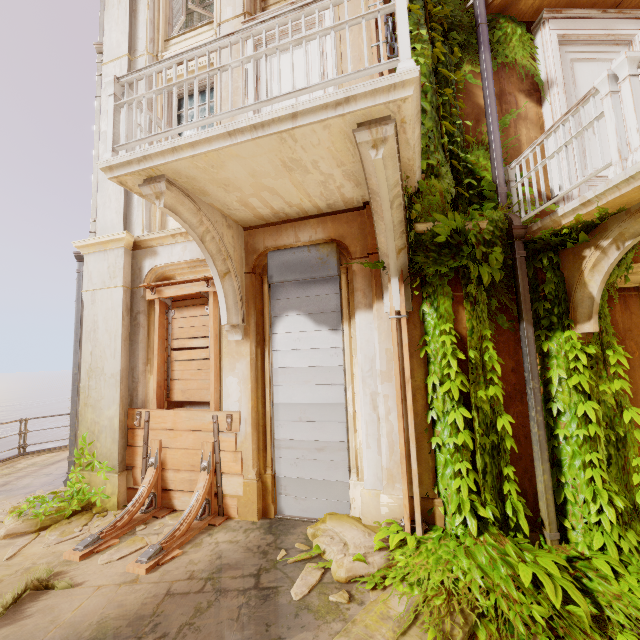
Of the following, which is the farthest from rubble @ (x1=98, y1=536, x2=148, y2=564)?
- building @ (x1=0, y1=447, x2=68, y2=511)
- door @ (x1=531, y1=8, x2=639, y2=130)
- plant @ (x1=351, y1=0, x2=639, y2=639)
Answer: door @ (x1=531, y1=8, x2=639, y2=130)

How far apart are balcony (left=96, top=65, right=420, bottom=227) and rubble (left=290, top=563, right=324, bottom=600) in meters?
4.4 m

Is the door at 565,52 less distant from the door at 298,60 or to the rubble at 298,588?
the door at 298,60

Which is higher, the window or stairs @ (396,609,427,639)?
the window

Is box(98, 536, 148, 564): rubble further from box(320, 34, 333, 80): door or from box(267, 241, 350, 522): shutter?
box(320, 34, 333, 80): door

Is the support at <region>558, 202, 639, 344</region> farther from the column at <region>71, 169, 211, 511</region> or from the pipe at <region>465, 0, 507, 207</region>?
the column at <region>71, 169, 211, 511</region>

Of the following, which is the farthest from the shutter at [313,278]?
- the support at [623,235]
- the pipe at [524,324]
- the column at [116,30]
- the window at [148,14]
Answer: the window at [148,14]

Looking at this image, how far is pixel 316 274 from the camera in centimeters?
499cm
